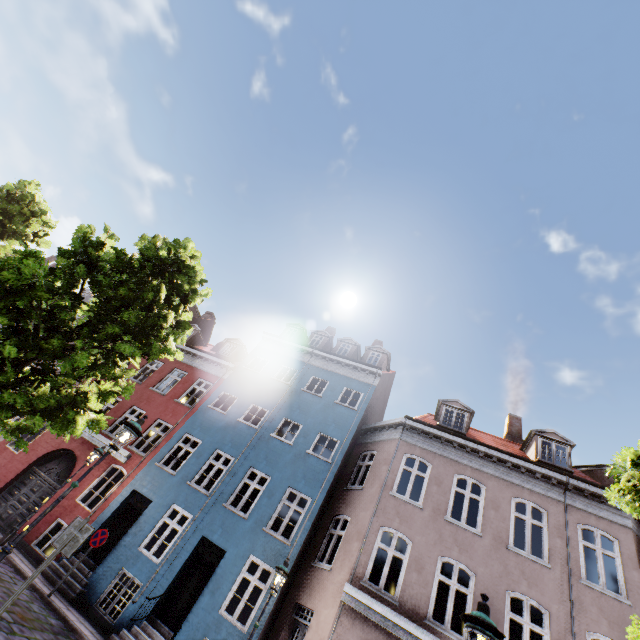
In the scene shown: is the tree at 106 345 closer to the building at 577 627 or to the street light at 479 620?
the street light at 479 620

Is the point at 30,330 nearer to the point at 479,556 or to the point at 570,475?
the point at 479,556

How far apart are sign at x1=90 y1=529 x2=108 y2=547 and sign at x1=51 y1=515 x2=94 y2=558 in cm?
Result: 659

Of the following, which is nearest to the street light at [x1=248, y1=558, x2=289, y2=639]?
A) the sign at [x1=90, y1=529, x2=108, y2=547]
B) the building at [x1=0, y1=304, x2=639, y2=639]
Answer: the building at [x1=0, y1=304, x2=639, y2=639]

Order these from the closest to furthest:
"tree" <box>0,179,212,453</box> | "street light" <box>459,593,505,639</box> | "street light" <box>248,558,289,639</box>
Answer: "street light" <box>459,593,505,639</box> < "tree" <box>0,179,212,453</box> < "street light" <box>248,558,289,639</box>

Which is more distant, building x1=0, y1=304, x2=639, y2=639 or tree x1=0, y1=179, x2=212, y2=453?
building x1=0, y1=304, x2=639, y2=639

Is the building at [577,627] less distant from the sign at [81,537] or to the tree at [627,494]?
the tree at [627,494]

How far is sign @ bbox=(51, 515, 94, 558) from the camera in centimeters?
536cm
